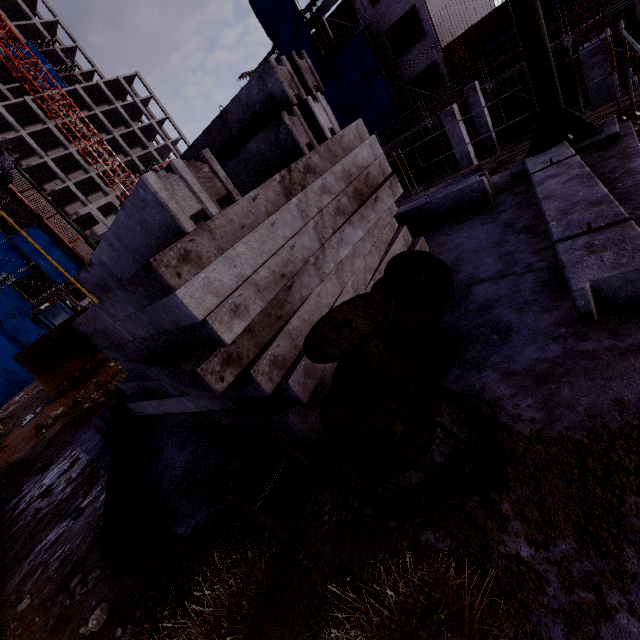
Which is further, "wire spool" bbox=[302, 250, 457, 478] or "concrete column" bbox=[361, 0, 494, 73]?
"concrete column" bbox=[361, 0, 494, 73]

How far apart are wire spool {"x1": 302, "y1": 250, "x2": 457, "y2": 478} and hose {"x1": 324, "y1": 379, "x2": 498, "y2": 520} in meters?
0.1

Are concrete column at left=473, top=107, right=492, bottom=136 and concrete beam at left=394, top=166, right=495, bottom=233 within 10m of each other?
no

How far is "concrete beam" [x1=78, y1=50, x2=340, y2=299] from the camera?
2.62m

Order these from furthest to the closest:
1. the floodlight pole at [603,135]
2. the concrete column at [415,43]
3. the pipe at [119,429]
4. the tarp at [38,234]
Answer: the tarp at [38,234] < the concrete column at [415,43] < the floodlight pole at [603,135] < the pipe at [119,429]

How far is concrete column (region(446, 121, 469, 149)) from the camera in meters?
14.5 m

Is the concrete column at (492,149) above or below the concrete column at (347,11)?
below

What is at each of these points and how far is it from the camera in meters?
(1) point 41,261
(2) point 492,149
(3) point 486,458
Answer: (1) tarp, 44.6 m
(2) concrete column, 18.6 m
(3) hose, 2.2 m
